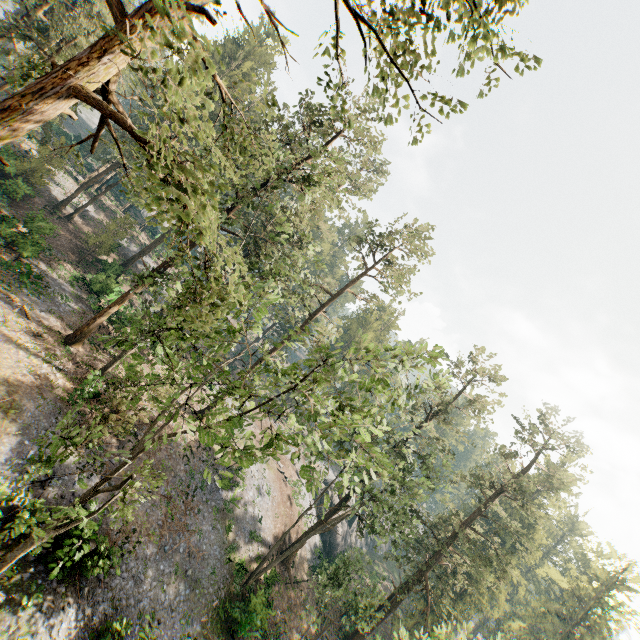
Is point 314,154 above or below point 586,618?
above

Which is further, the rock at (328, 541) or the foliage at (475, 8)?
the rock at (328, 541)

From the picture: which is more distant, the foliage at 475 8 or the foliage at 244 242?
the foliage at 475 8

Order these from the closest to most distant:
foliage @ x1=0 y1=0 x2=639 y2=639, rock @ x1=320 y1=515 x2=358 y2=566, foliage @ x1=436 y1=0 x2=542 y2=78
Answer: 1. foliage @ x1=0 y1=0 x2=639 y2=639
2. foliage @ x1=436 y1=0 x2=542 y2=78
3. rock @ x1=320 y1=515 x2=358 y2=566

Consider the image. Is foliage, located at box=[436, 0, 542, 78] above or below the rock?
above

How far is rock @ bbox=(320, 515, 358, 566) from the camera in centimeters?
4242cm

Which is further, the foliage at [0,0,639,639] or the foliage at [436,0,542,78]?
the foliage at [436,0,542,78]

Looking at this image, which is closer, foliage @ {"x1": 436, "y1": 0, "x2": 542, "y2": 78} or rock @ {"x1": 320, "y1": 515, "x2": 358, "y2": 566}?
foliage @ {"x1": 436, "y1": 0, "x2": 542, "y2": 78}
